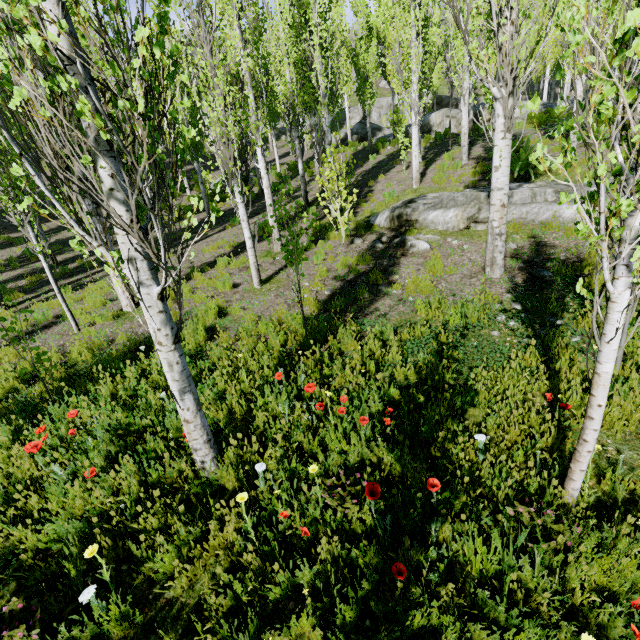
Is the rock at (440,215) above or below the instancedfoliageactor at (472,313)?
above

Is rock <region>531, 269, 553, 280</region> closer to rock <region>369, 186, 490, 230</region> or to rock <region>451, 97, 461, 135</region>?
rock <region>451, 97, 461, 135</region>

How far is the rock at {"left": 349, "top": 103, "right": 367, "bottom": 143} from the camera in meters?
27.7 m

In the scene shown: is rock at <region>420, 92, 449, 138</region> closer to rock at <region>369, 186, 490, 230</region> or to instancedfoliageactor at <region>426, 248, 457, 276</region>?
instancedfoliageactor at <region>426, 248, 457, 276</region>

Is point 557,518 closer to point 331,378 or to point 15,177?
point 331,378

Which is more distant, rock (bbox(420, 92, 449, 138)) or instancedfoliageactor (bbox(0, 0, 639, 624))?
rock (bbox(420, 92, 449, 138))

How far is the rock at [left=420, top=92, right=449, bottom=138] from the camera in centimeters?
2222cm

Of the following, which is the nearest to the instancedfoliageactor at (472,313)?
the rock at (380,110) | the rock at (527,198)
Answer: the rock at (380,110)
